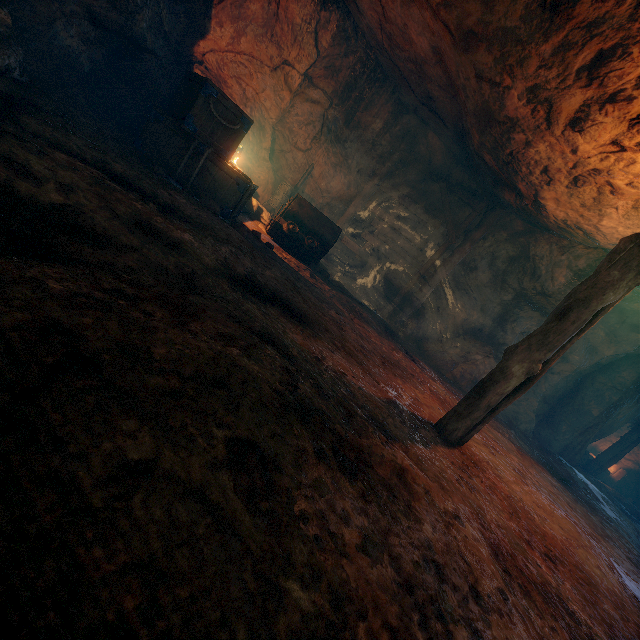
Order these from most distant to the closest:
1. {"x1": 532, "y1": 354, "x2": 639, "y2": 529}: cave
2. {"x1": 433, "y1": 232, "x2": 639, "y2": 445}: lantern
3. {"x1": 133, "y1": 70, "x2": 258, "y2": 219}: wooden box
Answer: {"x1": 532, "y1": 354, "x2": 639, "y2": 529}: cave
{"x1": 133, "y1": 70, "x2": 258, "y2": 219}: wooden box
{"x1": 433, "y1": 232, "x2": 639, "y2": 445}: lantern

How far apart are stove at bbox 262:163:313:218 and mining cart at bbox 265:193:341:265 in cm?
166

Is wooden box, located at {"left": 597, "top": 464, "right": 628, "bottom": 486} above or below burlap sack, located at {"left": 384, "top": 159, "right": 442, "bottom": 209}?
below

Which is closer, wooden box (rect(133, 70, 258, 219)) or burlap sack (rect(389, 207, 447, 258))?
wooden box (rect(133, 70, 258, 219))

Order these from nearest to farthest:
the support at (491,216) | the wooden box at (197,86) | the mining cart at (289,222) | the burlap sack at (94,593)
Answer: the burlap sack at (94,593)
the wooden box at (197,86)
the mining cart at (289,222)
the support at (491,216)

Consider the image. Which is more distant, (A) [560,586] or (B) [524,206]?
(B) [524,206]

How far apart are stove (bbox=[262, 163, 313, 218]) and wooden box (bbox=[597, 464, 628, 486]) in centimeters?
1988cm

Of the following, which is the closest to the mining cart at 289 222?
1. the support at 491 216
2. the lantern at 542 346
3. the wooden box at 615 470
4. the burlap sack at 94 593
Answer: the burlap sack at 94 593
